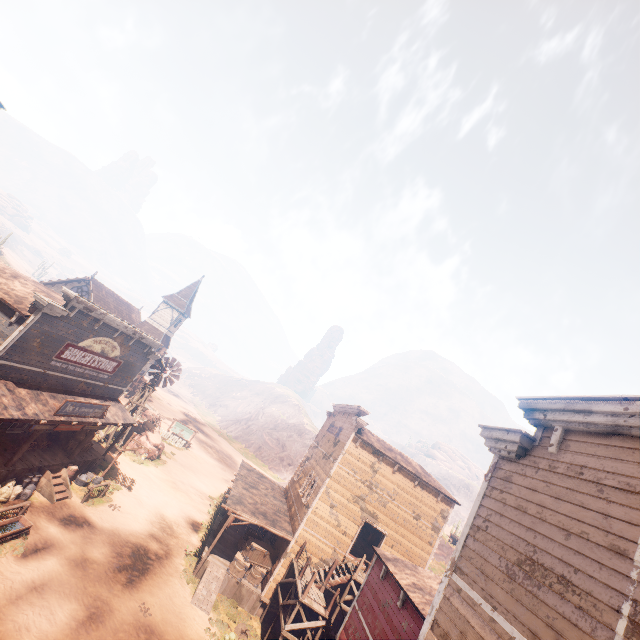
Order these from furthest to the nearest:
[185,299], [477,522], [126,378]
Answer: [185,299]
[126,378]
[477,522]

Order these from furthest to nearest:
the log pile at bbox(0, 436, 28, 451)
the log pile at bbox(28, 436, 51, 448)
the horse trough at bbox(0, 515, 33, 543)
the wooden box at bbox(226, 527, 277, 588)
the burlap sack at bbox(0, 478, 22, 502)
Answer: the wooden box at bbox(226, 527, 277, 588) → the log pile at bbox(28, 436, 51, 448) → the log pile at bbox(0, 436, 28, 451) → the burlap sack at bbox(0, 478, 22, 502) → the horse trough at bbox(0, 515, 33, 543)

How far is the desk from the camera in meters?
25.4 m

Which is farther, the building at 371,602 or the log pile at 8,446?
the log pile at 8,446

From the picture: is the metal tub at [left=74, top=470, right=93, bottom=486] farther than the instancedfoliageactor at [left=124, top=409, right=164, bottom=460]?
No

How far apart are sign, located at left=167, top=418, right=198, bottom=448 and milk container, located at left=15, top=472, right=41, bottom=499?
21.73m

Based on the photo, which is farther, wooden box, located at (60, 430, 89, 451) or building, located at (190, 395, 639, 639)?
wooden box, located at (60, 430, 89, 451)

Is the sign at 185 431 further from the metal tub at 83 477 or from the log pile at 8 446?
the log pile at 8 446
